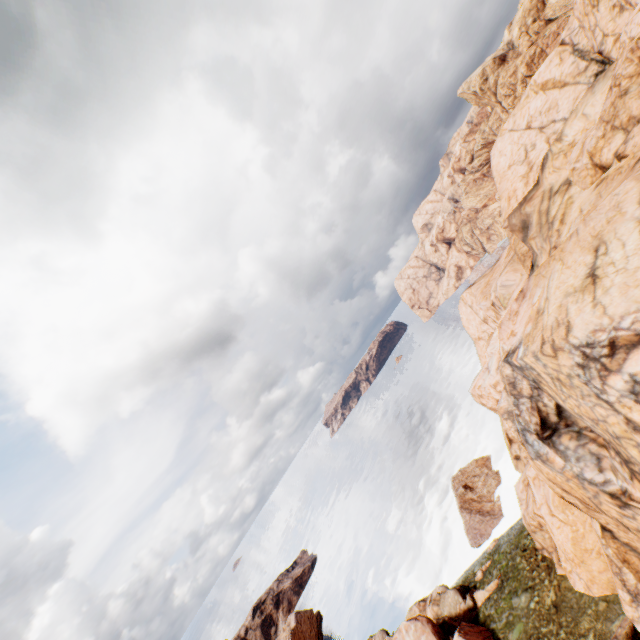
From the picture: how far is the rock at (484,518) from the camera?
42.62m

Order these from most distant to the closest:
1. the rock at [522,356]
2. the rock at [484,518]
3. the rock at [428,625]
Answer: the rock at [484,518] < the rock at [428,625] < the rock at [522,356]

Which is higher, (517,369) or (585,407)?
(517,369)

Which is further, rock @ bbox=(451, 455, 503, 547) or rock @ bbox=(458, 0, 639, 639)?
rock @ bbox=(451, 455, 503, 547)

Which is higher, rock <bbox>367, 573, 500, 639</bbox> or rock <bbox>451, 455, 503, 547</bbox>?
rock <bbox>367, 573, 500, 639</bbox>

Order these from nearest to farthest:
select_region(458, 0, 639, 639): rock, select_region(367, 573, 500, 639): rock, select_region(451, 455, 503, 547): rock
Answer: select_region(458, 0, 639, 639): rock, select_region(367, 573, 500, 639): rock, select_region(451, 455, 503, 547): rock
